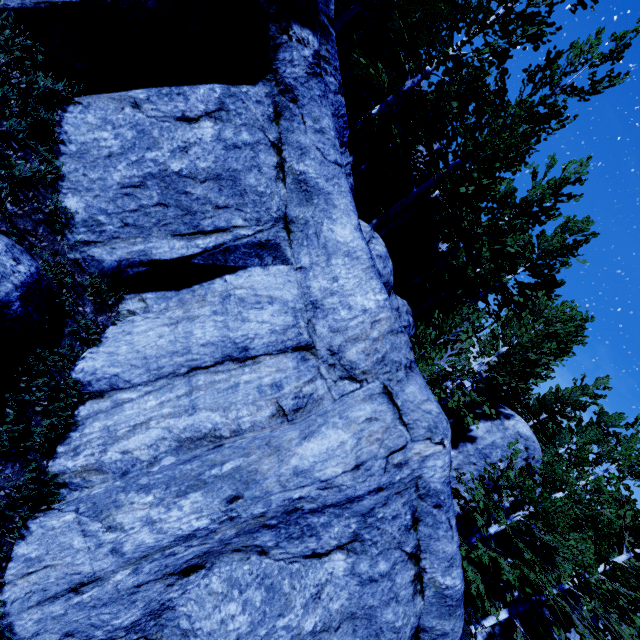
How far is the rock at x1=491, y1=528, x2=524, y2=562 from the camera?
13.5m

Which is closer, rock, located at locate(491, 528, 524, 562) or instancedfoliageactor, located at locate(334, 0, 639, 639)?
instancedfoliageactor, located at locate(334, 0, 639, 639)

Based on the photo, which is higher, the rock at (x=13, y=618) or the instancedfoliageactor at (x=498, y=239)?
the instancedfoliageactor at (x=498, y=239)

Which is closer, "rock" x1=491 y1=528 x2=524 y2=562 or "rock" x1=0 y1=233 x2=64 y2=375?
"rock" x1=0 y1=233 x2=64 y2=375

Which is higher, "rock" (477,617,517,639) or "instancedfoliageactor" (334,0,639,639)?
"instancedfoliageactor" (334,0,639,639)

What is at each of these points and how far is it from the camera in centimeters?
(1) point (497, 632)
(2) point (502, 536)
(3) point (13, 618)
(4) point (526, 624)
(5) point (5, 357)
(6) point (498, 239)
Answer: (1) rock, 1302cm
(2) rock, 1353cm
(3) rock, 303cm
(4) rock, 1326cm
(5) rock, 325cm
(6) instancedfoliageactor, 1689cm

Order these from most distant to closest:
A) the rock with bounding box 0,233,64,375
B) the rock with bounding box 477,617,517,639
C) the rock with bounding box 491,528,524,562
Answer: the rock with bounding box 491,528,524,562 < the rock with bounding box 477,617,517,639 < the rock with bounding box 0,233,64,375
